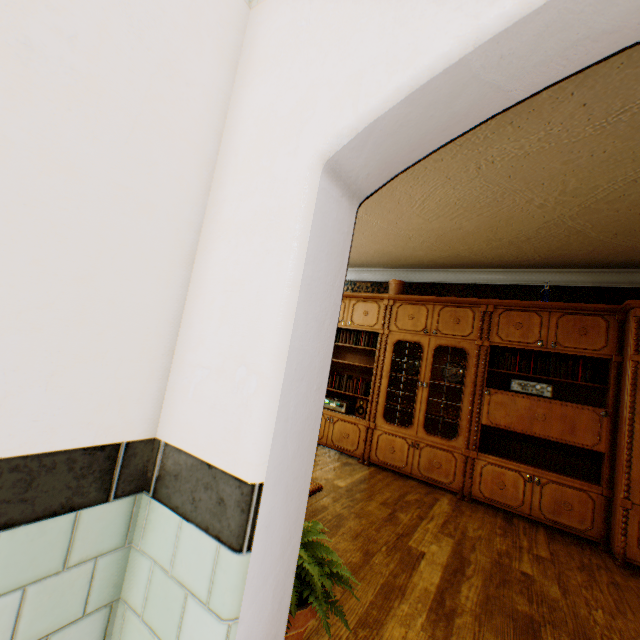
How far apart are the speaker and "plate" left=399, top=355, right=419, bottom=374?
0.7m

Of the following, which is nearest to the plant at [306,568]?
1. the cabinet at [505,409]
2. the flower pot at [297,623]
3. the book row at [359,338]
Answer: the flower pot at [297,623]

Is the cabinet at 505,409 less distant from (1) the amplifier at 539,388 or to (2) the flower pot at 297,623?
(1) the amplifier at 539,388

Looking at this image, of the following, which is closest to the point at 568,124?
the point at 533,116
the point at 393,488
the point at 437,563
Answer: the point at 533,116

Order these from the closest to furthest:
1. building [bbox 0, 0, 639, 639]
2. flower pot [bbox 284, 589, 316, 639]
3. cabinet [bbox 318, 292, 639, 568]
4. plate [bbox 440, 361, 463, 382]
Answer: building [bbox 0, 0, 639, 639] → flower pot [bbox 284, 589, 316, 639] → cabinet [bbox 318, 292, 639, 568] → plate [bbox 440, 361, 463, 382]

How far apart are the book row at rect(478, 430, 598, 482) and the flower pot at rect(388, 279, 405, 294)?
2.29m

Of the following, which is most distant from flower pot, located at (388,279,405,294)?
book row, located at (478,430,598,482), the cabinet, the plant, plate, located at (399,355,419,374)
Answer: the plant

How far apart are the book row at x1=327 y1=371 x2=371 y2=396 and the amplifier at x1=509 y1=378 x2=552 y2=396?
1.9 meters
